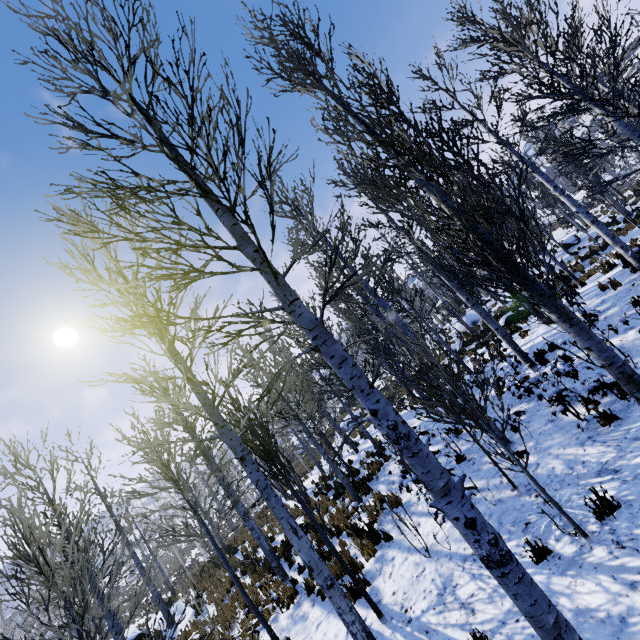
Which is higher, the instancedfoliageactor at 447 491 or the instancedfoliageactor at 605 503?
the instancedfoliageactor at 447 491

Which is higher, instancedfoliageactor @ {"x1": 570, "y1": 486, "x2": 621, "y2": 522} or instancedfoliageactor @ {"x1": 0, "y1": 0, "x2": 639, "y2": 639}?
instancedfoliageactor @ {"x1": 0, "y1": 0, "x2": 639, "y2": 639}

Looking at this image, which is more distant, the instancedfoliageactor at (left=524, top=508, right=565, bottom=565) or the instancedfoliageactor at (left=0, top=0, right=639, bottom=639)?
the instancedfoliageactor at (left=524, top=508, right=565, bottom=565)

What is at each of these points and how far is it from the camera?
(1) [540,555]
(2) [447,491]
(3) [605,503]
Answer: (1) instancedfoliageactor, 4.5 meters
(2) instancedfoliageactor, 2.5 meters
(3) instancedfoliageactor, 4.3 meters

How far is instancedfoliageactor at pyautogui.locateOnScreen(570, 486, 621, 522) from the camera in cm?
430

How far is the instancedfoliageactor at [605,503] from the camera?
4.3m
